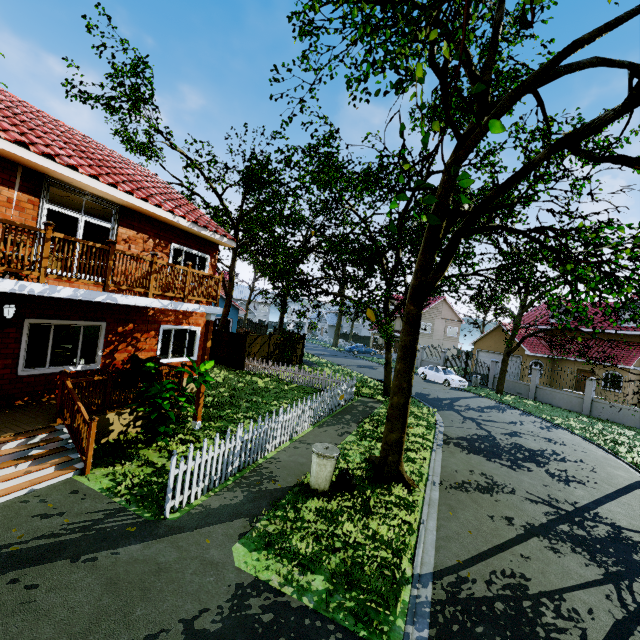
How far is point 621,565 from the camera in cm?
628

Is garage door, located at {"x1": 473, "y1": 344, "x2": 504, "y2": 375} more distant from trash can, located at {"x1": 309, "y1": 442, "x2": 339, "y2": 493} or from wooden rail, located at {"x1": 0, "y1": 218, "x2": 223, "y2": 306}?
wooden rail, located at {"x1": 0, "y1": 218, "x2": 223, "y2": 306}

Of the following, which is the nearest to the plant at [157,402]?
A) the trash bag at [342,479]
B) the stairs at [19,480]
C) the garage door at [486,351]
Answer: the stairs at [19,480]

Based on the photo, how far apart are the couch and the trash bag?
15.1 meters

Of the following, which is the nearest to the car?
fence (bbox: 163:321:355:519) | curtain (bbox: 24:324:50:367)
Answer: fence (bbox: 163:321:355:519)

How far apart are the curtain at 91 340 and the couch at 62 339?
7.8m

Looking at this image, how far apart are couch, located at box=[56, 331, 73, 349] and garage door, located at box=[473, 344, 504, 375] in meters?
34.6

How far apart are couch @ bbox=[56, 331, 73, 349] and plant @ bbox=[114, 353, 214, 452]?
10.4m
